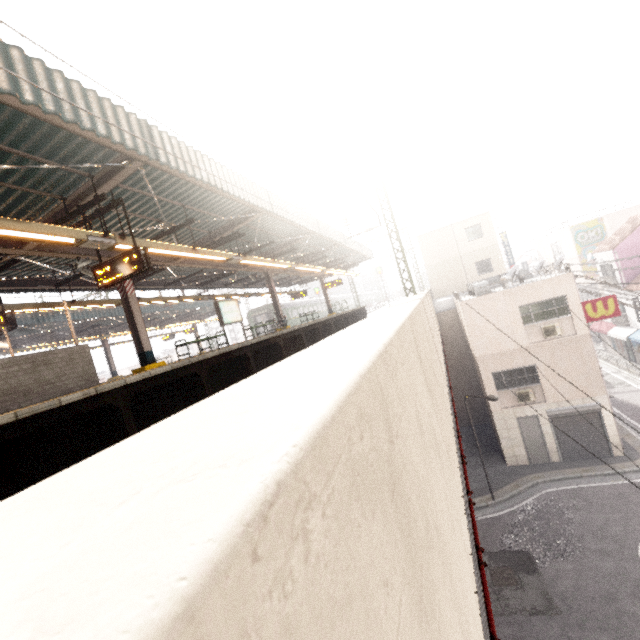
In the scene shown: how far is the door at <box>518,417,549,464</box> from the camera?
16.16m

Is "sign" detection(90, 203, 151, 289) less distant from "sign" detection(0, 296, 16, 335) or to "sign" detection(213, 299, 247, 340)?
"sign" detection(0, 296, 16, 335)

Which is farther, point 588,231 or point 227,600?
point 588,231

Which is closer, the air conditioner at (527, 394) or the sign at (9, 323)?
the sign at (9, 323)

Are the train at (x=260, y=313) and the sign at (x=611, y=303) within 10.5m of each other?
no

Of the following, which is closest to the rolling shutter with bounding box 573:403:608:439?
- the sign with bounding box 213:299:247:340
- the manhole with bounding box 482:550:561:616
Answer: the manhole with bounding box 482:550:561:616

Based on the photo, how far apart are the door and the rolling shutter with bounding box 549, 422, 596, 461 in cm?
35

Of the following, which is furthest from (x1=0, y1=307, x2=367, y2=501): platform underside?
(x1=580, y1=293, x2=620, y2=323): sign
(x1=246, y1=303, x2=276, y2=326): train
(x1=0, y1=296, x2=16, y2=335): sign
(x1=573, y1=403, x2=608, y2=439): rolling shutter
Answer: (x1=246, y1=303, x2=276, y2=326): train
